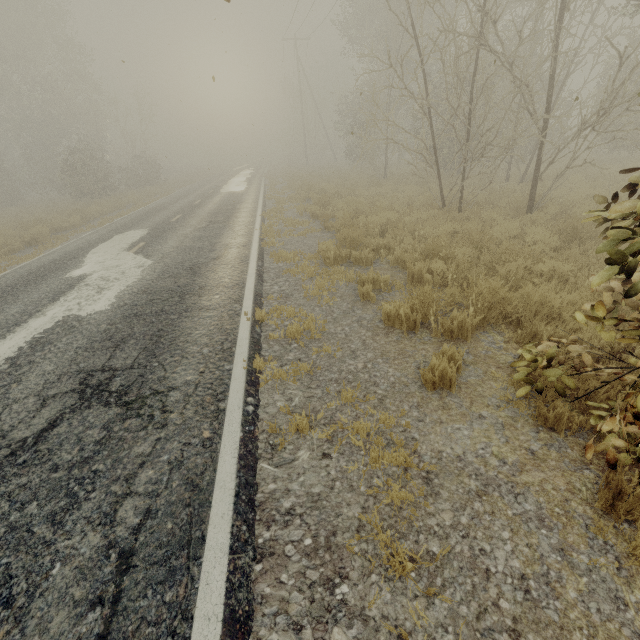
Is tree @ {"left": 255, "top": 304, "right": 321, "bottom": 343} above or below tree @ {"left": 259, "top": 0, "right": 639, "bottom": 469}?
below

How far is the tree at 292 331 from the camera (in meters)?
4.79

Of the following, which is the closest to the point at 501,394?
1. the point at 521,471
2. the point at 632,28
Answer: the point at 521,471

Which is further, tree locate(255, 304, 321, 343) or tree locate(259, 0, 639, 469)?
tree locate(255, 304, 321, 343)

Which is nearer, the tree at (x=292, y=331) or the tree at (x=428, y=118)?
the tree at (x=428, y=118)

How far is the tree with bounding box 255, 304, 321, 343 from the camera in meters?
4.8 m
